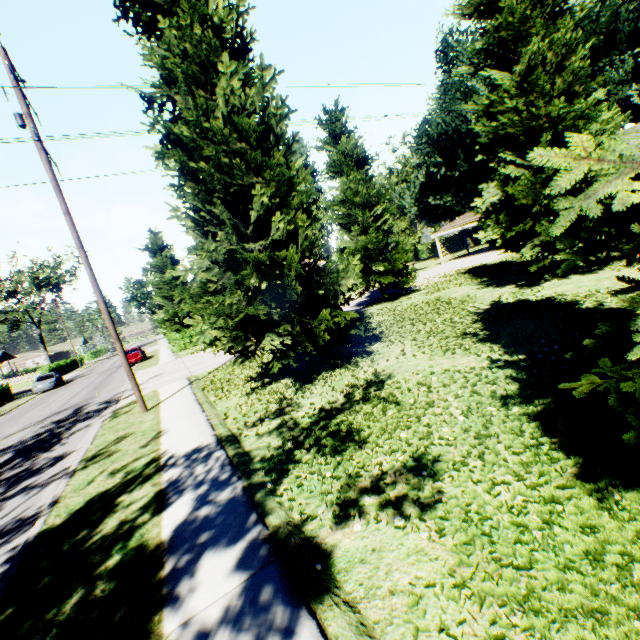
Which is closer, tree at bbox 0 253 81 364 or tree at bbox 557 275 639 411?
tree at bbox 557 275 639 411

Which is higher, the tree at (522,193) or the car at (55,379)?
the tree at (522,193)

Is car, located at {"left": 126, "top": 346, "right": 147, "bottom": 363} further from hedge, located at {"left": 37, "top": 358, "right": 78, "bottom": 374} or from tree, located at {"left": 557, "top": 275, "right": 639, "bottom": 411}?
hedge, located at {"left": 37, "top": 358, "right": 78, "bottom": 374}

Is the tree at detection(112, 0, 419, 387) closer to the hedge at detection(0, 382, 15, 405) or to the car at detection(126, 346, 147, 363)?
the car at detection(126, 346, 147, 363)

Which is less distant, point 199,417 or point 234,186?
point 234,186

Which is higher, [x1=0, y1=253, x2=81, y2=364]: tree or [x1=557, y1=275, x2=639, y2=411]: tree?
[x1=0, y1=253, x2=81, y2=364]: tree

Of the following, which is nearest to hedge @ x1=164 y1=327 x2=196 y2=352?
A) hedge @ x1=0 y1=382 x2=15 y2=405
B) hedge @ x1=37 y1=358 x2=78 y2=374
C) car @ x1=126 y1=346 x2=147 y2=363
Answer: car @ x1=126 y1=346 x2=147 y2=363

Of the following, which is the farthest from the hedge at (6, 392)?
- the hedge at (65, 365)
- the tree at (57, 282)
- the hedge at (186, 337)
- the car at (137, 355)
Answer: the hedge at (186, 337)
